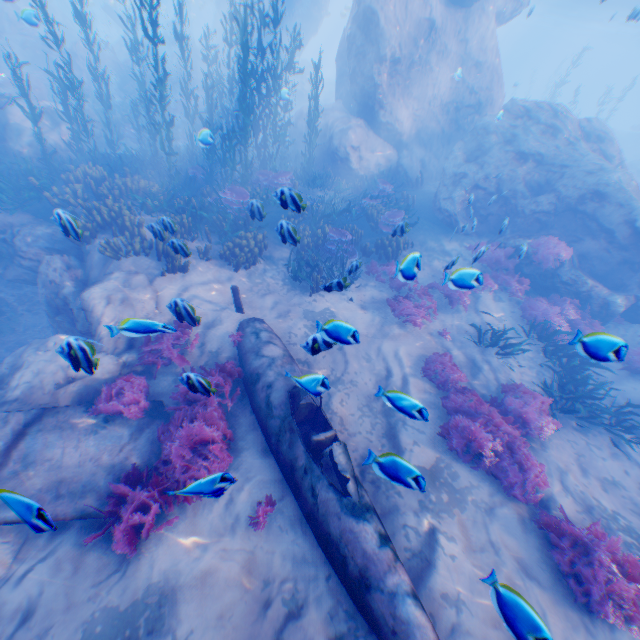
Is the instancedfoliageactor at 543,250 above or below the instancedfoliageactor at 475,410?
above

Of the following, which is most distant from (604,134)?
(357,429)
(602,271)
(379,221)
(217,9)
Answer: (217,9)

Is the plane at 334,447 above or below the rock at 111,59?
below

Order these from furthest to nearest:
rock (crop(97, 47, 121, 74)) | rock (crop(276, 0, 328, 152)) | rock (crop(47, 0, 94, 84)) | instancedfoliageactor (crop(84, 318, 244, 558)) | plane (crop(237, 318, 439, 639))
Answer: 1. rock (crop(97, 47, 121, 74))
2. rock (crop(47, 0, 94, 84))
3. rock (crop(276, 0, 328, 152))
4. instancedfoliageactor (crop(84, 318, 244, 558))
5. plane (crop(237, 318, 439, 639))

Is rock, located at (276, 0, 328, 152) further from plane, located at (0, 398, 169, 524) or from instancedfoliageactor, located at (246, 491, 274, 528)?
instancedfoliageactor, located at (246, 491, 274, 528)

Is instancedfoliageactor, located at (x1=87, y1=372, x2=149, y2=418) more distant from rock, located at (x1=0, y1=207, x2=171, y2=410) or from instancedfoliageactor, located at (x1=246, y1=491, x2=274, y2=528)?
instancedfoliageactor, located at (x1=246, y1=491, x2=274, y2=528)

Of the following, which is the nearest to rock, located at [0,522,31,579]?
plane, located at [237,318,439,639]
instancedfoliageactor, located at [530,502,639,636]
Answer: plane, located at [237,318,439,639]
